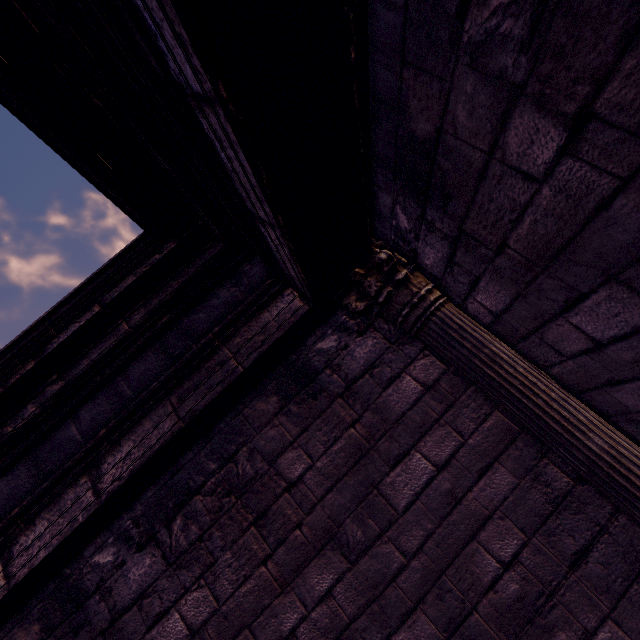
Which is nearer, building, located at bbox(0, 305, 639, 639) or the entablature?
the entablature

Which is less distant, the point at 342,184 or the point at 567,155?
the point at 567,155

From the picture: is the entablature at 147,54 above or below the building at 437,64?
above

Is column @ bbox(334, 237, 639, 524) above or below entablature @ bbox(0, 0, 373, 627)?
below

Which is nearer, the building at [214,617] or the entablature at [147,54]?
the entablature at [147,54]

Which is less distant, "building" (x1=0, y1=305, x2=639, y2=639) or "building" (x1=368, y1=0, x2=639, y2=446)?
"building" (x1=368, y1=0, x2=639, y2=446)

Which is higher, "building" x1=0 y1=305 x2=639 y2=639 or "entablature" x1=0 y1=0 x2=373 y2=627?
"entablature" x1=0 y1=0 x2=373 y2=627
